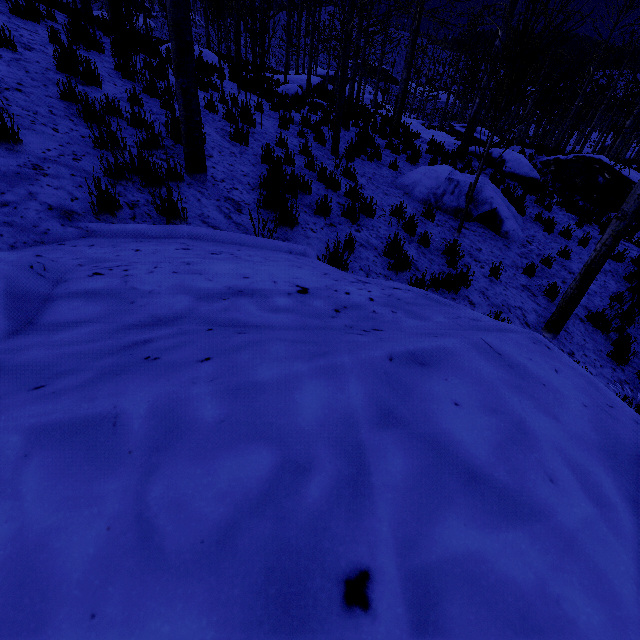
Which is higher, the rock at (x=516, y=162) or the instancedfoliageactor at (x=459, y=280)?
the rock at (x=516, y=162)

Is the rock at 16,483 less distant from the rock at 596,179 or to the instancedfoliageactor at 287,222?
the instancedfoliageactor at 287,222

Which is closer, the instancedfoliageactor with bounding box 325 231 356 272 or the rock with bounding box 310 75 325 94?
the instancedfoliageactor with bounding box 325 231 356 272

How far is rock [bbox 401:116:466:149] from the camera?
14.45m

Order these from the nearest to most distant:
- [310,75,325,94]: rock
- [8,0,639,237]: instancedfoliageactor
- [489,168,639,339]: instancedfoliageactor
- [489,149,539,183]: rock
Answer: [8,0,639,237]: instancedfoliageactor
[489,168,639,339]: instancedfoliageactor
[489,149,539,183]: rock
[310,75,325,94]: rock

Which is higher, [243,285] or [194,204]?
[243,285]

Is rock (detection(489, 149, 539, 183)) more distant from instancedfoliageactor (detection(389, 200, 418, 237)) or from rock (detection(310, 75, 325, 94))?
rock (detection(310, 75, 325, 94))

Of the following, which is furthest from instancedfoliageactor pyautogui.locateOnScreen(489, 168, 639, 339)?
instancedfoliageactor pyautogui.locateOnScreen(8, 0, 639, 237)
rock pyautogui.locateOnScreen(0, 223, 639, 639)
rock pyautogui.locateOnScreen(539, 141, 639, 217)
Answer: instancedfoliageactor pyautogui.locateOnScreen(8, 0, 639, 237)
